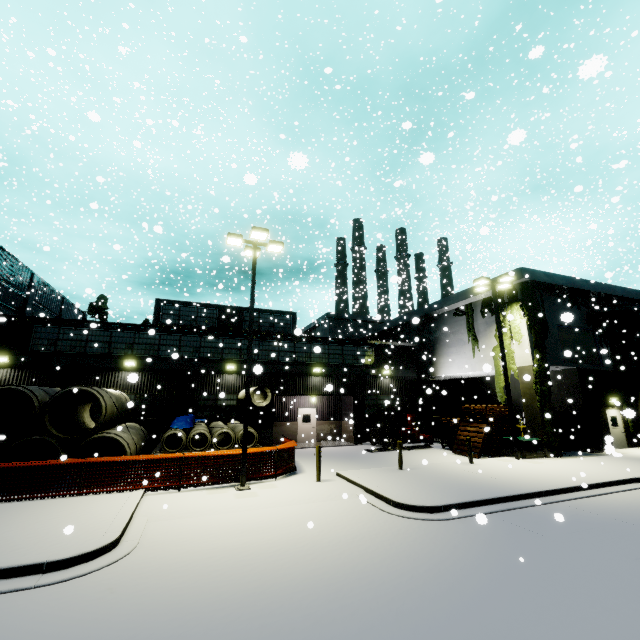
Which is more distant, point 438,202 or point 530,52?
point 438,202

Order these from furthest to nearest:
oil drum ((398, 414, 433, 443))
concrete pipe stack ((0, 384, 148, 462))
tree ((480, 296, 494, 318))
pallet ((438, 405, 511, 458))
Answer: oil drum ((398, 414, 433, 443)) < tree ((480, 296, 494, 318)) < pallet ((438, 405, 511, 458)) < concrete pipe stack ((0, 384, 148, 462))

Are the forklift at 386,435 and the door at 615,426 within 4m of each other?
no

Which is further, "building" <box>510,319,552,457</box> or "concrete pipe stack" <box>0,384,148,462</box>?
"building" <box>510,319,552,457</box>

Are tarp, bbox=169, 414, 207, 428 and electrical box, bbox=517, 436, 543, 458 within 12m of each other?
no

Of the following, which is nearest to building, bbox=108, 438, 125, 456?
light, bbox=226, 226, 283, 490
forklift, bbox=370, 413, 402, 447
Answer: forklift, bbox=370, 413, 402, 447

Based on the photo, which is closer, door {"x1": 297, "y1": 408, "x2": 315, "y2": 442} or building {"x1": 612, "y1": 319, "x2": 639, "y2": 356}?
building {"x1": 612, "y1": 319, "x2": 639, "y2": 356}

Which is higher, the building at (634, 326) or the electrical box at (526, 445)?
the building at (634, 326)
